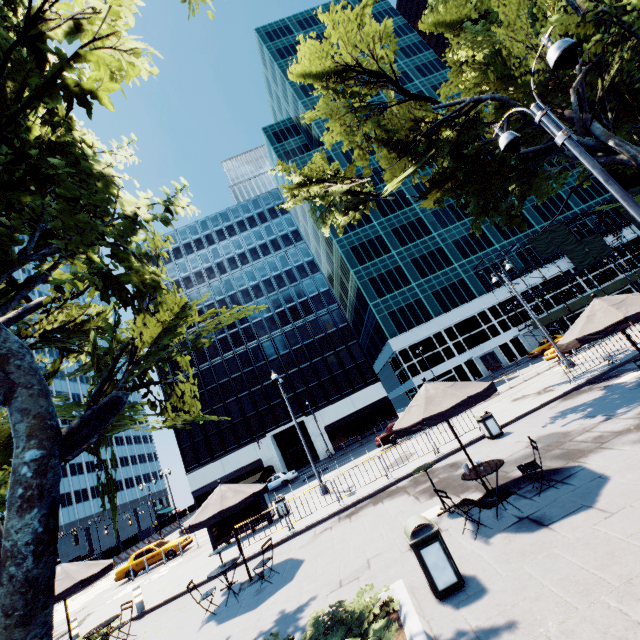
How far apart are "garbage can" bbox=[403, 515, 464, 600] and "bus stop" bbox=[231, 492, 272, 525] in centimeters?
1363cm

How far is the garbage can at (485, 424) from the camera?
12.6m

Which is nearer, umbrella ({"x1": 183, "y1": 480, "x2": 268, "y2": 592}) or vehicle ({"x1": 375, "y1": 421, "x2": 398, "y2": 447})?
umbrella ({"x1": 183, "y1": 480, "x2": 268, "y2": 592})

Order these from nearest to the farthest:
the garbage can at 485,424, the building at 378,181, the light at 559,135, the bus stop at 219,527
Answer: the light at 559,135, the garbage can at 485,424, the bus stop at 219,527, the building at 378,181

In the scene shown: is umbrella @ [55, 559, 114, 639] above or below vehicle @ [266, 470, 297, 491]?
above

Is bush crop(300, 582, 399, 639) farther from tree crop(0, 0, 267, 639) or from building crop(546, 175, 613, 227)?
building crop(546, 175, 613, 227)

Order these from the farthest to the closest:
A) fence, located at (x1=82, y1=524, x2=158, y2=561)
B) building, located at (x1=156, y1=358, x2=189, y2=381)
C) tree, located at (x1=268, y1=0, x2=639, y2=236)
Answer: building, located at (x1=156, y1=358, x2=189, y2=381) < fence, located at (x1=82, y1=524, x2=158, y2=561) < tree, located at (x1=268, y1=0, x2=639, y2=236)

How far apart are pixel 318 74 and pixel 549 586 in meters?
26.4 m
